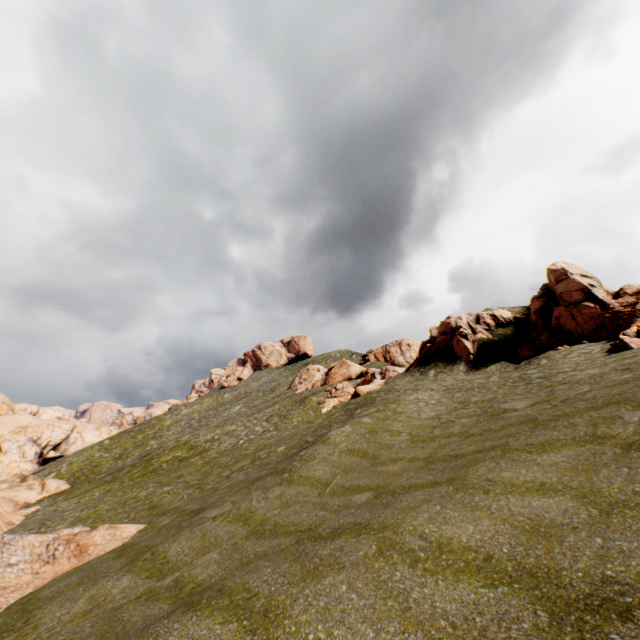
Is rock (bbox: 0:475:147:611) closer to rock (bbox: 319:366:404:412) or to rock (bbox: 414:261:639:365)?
rock (bbox: 414:261:639:365)

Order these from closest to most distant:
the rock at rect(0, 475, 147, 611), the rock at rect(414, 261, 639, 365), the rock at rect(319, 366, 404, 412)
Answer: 1. the rock at rect(0, 475, 147, 611)
2. the rock at rect(414, 261, 639, 365)
3. the rock at rect(319, 366, 404, 412)

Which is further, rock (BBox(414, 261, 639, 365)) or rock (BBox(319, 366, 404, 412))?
rock (BBox(319, 366, 404, 412))

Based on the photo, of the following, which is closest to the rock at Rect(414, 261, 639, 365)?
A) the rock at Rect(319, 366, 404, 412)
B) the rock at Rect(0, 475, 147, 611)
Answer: the rock at Rect(319, 366, 404, 412)

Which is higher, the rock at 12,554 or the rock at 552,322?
the rock at 552,322

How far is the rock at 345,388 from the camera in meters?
34.3

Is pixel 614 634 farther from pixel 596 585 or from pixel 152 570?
pixel 152 570

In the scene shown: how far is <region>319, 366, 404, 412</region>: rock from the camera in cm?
3434
